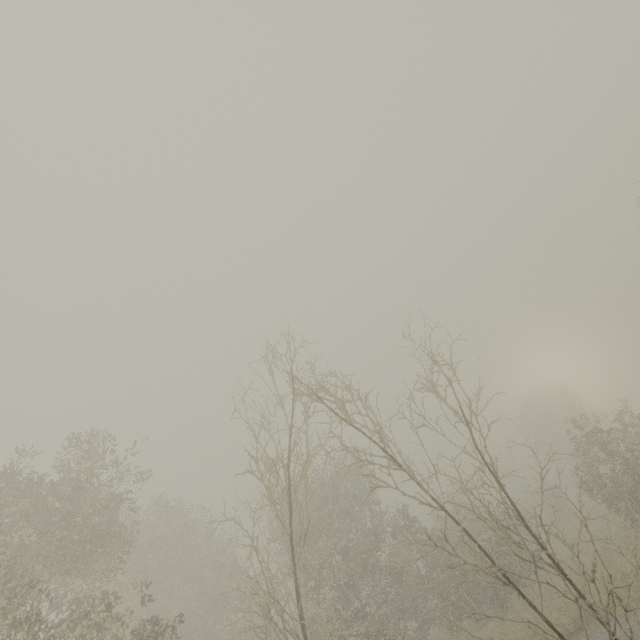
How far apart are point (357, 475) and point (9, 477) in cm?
1833
